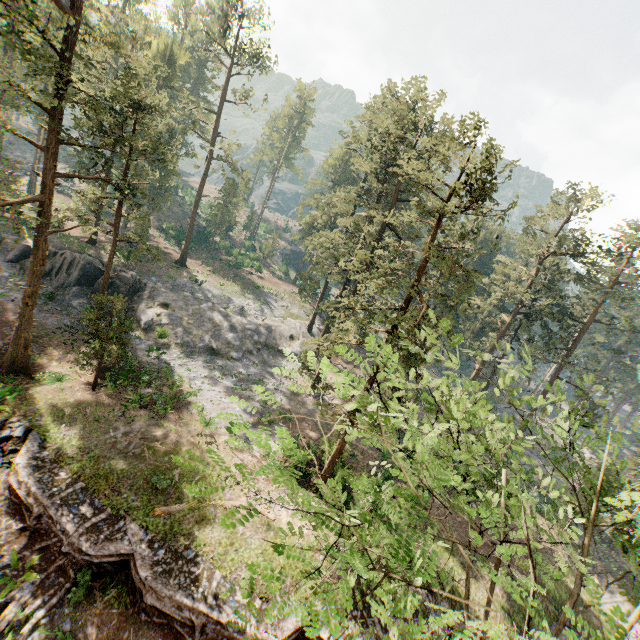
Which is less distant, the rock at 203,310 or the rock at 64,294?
the rock at 64,294

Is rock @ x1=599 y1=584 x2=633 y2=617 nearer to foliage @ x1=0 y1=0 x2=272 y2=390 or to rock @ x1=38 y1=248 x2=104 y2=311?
foliage @ x1=0 y1=0 x2=272 y2=390

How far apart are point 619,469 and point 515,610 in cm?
1706

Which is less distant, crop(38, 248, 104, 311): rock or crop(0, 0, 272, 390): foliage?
crop(0, 0, 272, 390): foliage

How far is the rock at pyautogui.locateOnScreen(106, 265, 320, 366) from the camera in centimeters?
3303cm

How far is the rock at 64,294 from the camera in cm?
3087

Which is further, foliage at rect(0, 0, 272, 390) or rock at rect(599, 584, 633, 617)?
rock at rect(599, 584, 633, 617)

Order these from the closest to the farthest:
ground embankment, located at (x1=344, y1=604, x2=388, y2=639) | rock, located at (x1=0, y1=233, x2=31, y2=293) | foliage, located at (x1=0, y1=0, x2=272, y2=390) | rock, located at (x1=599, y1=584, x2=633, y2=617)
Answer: ground embankment, located at (x1=344, y1=604, x2=388, y2=639)
foliage, located at (x1=0, y1=0, x2=272, y2=390)
rock, located at (x1=599, y1=584, x2=633, y2=617)
rock, located at (x1=0, y1=233, x2=31, y2=293)
